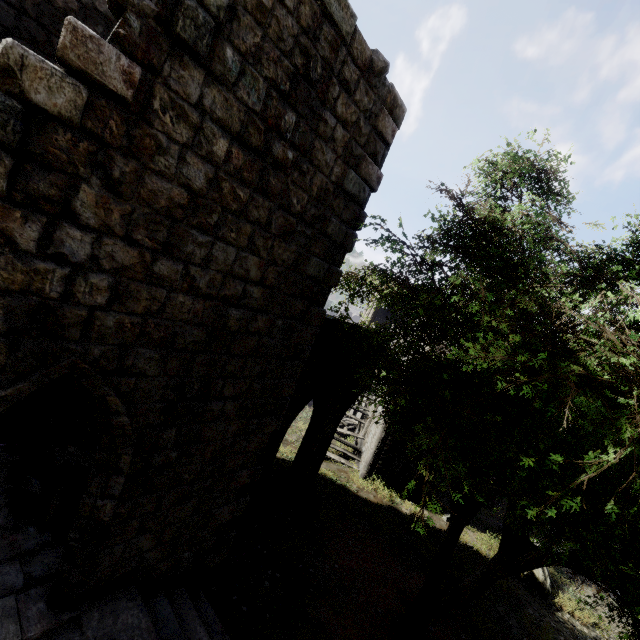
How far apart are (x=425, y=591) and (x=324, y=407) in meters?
5.1 m

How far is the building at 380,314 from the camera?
19.2 meters

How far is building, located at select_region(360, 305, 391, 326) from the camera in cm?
1922

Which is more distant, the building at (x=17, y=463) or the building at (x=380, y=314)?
the building at (x=380, y=314)

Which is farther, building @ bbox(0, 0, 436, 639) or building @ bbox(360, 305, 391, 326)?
building @ bbox(360, 305, 391, 326)
